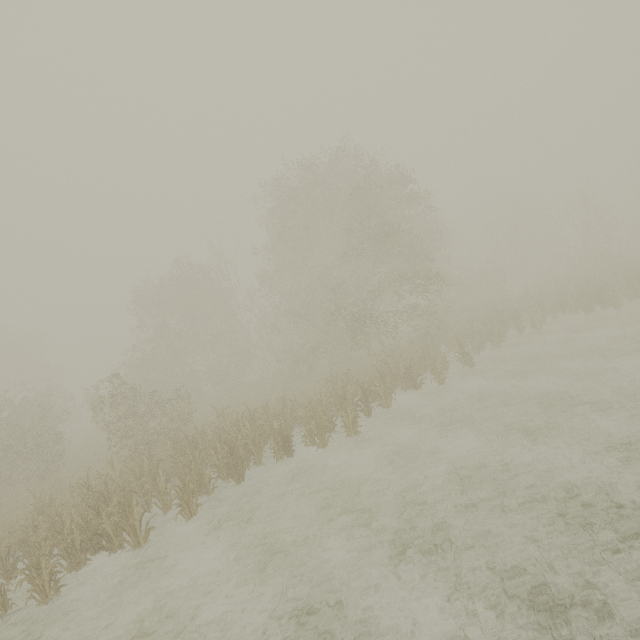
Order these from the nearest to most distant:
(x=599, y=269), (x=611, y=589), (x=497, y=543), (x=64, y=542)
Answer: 1. (x=611, y=589)
2. (x=497, y=543)
3. (x=64, y=542)
4. (x=599, y=269)
